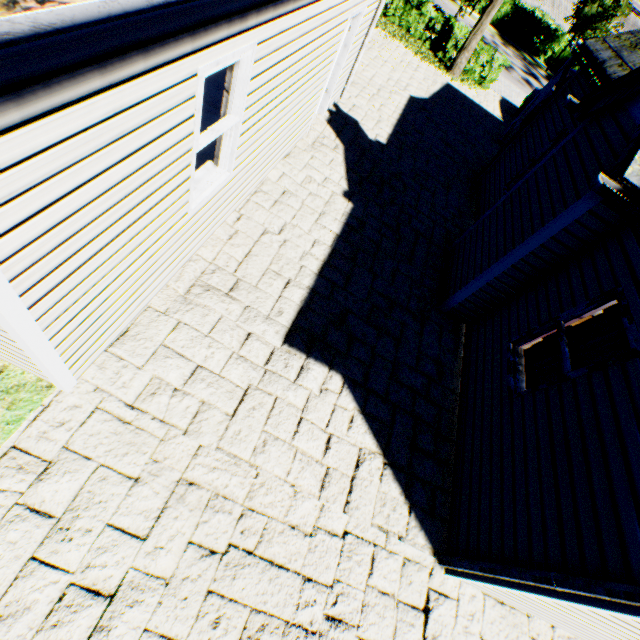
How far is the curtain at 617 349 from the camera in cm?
382

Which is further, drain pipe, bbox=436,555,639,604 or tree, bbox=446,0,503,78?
tree, bbox=446,0,503,78

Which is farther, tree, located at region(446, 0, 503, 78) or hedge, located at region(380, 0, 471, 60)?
hedge, located at region(380, 0, 471, 60)

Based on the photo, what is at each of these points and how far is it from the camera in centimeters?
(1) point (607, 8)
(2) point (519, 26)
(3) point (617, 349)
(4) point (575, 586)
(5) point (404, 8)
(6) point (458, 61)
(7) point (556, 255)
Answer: (1) tree, 2056cm
(2) hedge, 2438cm
(3) curtain, 374cm
(4) drain pipe, 260cm
(5) hedge, 1414cm
(6) tree, 1393cm
(7) chimney, 474cm

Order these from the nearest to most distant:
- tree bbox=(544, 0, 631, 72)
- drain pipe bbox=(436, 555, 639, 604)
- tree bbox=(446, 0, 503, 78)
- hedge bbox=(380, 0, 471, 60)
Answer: drain pipe bbox=(436, 555, 639, 604), tree bbox=(446, 0, 503, 78), hedge bbox=(380, 0, 471, 60), tree bbox=(544, 0, 631, 72)

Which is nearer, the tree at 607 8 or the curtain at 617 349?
the curtain at 617 349

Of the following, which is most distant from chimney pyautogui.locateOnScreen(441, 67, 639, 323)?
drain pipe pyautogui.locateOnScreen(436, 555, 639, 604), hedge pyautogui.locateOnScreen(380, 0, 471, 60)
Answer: hedge pyautogui.locateOnScreen(380, 0, 471, 60)

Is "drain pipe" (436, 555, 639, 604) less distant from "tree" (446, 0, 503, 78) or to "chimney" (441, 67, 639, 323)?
"chimney" (441, 67, 639, 323)
